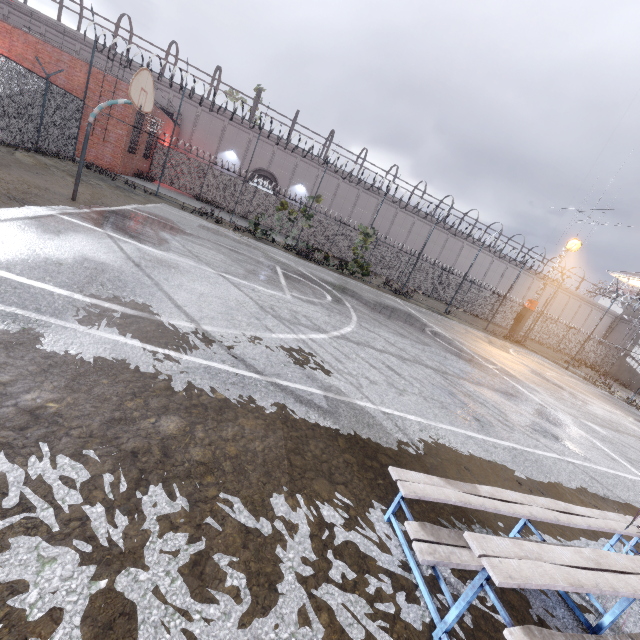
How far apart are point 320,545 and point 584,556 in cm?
178

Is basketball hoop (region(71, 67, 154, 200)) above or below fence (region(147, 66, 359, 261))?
above

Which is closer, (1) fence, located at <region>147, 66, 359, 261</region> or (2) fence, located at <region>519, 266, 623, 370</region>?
(1) fence, located at <region>147, 66, 359, 261</region>

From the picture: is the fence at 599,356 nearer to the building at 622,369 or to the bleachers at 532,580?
the bleachers at 532,580

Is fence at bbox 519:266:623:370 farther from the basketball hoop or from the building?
the building

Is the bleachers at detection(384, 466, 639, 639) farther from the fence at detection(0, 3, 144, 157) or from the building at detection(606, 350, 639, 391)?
the building at detection(606, 350, 639, 391)

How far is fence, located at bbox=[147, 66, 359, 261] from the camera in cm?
1698

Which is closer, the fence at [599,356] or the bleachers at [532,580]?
the bleachers at [532,580]
